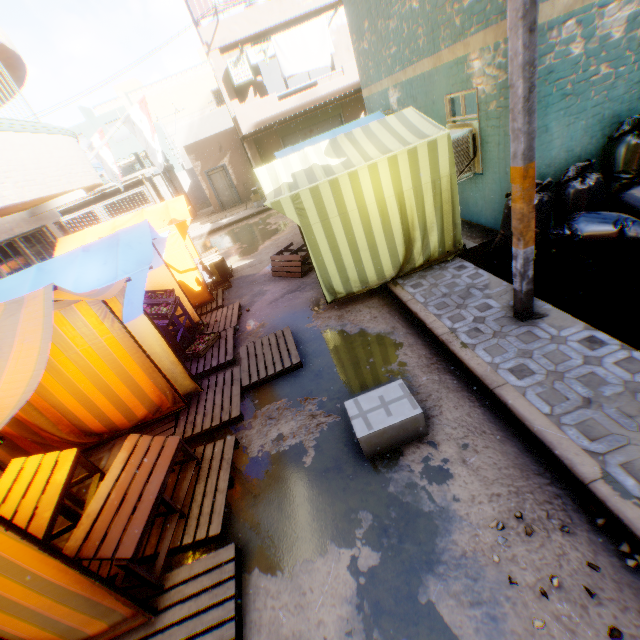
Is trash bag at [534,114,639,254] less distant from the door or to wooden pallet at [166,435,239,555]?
wooden pallet at [166,435,239,555]

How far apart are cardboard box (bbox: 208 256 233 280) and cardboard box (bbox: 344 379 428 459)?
3.61m

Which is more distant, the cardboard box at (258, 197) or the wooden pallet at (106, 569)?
the cardboard box at (258, 197)

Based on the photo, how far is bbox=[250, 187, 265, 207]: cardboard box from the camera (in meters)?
17.48

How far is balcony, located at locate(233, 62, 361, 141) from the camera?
13.2 meters

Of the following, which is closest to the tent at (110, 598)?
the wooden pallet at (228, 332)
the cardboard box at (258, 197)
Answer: the wooden pallet at (228, 332)

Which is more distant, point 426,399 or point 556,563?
point 426,399

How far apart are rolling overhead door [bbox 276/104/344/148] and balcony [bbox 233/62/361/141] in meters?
0.0
